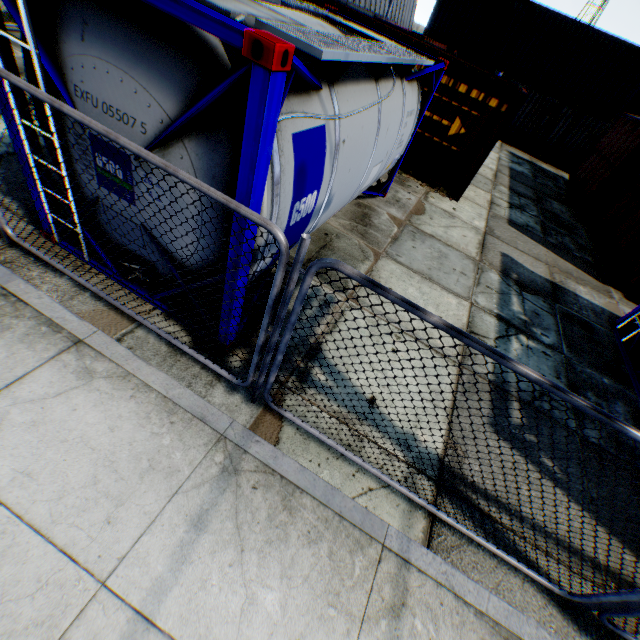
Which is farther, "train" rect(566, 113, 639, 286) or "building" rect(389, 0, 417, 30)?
"building" rect(389, 0, 417, 30)

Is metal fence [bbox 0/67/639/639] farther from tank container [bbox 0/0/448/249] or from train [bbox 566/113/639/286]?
train [bbox 566/113/639/286]

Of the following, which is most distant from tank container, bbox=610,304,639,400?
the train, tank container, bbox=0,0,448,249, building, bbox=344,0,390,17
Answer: building, bbox=344,0,390,17

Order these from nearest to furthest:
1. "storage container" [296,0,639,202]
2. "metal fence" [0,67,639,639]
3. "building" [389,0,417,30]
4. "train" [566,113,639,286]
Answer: "metal fence" [0,67,639,639]
"storage container" [296,0,639,202]
"train" [566,113,639,286]
"building" [389,0,417,30]

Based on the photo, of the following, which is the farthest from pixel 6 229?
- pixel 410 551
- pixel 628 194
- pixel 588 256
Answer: pixel 628 194

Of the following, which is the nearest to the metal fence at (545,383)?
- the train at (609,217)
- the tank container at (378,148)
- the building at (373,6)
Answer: the tank container at (378,148)

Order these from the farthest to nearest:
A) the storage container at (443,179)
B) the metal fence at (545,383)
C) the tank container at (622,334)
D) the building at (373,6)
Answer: the building at (373,6), the storage container at (443,179), the tank container at (622,334), the metal fence at (545,383)

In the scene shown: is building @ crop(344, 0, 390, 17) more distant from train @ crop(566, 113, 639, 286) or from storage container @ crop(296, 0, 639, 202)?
train @ crop(566, 113, 639, 286)
